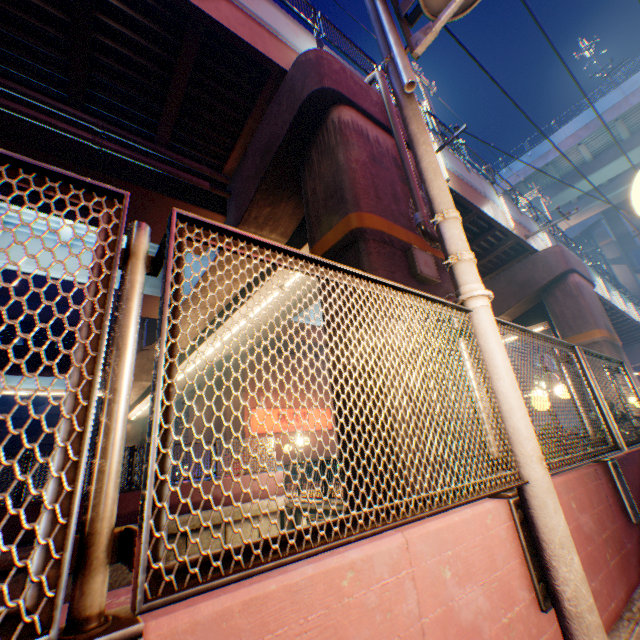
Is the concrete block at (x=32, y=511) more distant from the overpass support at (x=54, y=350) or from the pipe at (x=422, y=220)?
the pipe at (x=422, y=220)

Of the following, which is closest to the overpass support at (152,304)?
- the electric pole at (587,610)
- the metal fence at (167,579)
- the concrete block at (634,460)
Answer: the metal fence at (167,579)

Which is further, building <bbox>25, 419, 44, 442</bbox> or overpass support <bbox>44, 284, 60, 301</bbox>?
building <bbox>25, 419, 44, 442</bbox>

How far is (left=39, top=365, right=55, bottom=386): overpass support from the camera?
18.6 meters

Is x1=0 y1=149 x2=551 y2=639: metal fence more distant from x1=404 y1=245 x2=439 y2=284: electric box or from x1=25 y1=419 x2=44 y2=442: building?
x1=25 y1=419 x2=44 y2=442: building

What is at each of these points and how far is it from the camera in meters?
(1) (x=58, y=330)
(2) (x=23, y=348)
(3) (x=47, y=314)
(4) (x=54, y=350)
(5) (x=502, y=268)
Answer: (1) overpass support, 17.4 m
(2) overpass support, 18.1 m
(3) overpass support, 16.5 m
(4) overpass support, 18.9 m
(5) overpass support, 16.4 m
